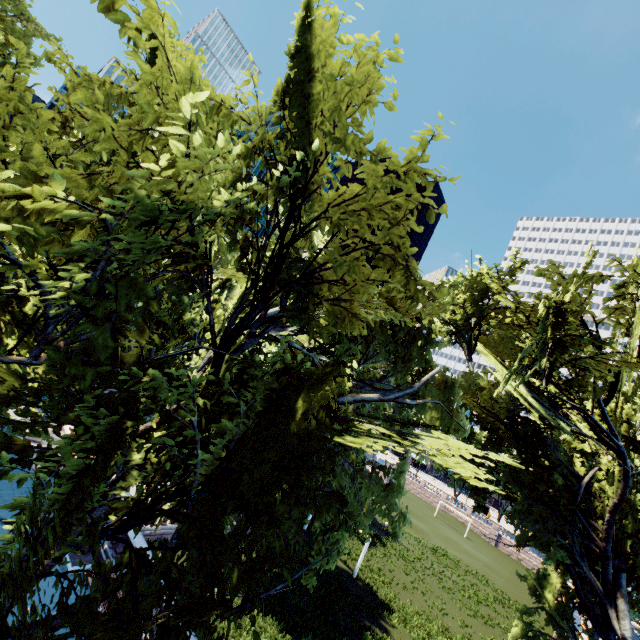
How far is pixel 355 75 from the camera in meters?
5.2 m
